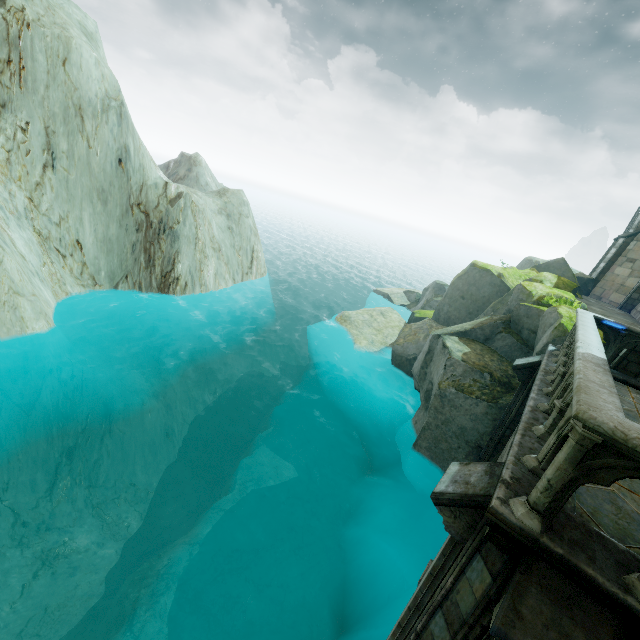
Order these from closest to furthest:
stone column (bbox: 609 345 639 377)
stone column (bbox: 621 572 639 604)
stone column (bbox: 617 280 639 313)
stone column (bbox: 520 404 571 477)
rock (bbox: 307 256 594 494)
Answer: stone column (bbox: 621 572 639 604) < stone column (bbox: 520 404 571 477) < stone column (bbox: 609 345 639 377) < rock (bbox: 307 256 594 494) < stone column (bbox: 617 280 639 313)

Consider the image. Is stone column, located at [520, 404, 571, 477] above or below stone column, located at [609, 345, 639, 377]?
below

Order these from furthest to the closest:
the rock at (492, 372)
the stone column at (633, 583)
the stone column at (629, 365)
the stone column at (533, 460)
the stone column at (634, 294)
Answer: the stone column at (634, 294)
the rock at (492, 372)
the stone column at (629, 365)
the stone column at (533, 460)
the stone column at (633, 583)

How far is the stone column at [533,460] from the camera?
3.7m

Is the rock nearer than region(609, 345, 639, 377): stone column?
No

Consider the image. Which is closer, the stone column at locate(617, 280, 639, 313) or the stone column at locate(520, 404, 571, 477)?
the stone column at locate(520, 404, 571, 477)

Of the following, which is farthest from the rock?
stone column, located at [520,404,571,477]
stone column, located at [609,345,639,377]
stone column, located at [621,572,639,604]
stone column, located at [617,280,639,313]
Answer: stone column, located at [617,280,639,313]

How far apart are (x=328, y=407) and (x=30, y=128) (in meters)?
20.65
